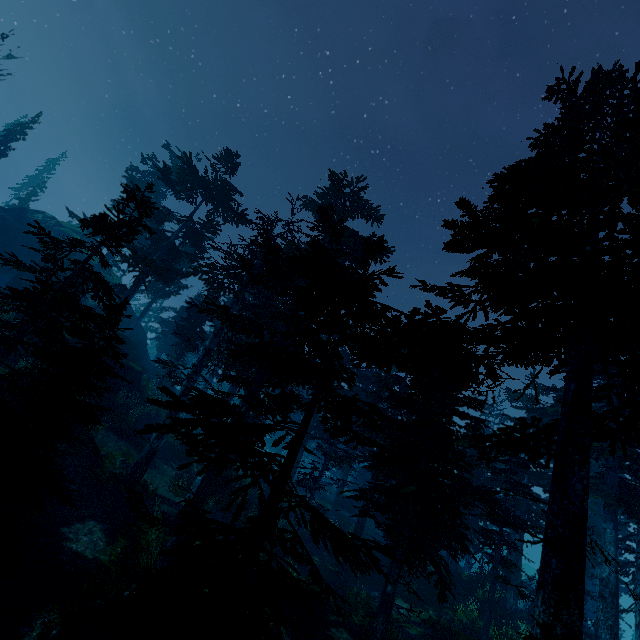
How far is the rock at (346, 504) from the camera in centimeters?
3525cm

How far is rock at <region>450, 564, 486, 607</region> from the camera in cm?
2123

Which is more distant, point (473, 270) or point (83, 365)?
point (473, 270)

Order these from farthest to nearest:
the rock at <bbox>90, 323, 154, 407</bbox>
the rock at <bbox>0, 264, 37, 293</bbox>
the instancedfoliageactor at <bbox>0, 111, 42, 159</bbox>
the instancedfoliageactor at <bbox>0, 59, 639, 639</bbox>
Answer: the instancedfoliageactor at <bbox>0, 111, 42, 159</bbox>
the rock at <bbox>0, 264, 37, 293</bbox>
the rock at <bbox>90, 323, 154, 407</bbox>
the instancedfoliageactor at <bbox>0, 59, 639, 639</bbox>

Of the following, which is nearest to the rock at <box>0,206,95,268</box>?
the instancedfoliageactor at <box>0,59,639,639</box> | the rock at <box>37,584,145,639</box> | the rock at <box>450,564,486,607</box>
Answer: the instancedfoliageactor at <box>0,59,639,639</box>

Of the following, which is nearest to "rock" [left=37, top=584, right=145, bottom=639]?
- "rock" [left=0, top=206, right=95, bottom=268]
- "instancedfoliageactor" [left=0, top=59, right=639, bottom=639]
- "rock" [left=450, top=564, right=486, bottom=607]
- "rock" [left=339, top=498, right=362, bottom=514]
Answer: "instancedfoliageactor" [left=0, top=59, right=639, bottom=639]

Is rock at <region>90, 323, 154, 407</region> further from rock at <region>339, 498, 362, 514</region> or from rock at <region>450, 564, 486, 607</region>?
rock at <region>450, 564, 486, 607</region>

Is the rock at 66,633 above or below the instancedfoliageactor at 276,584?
below
